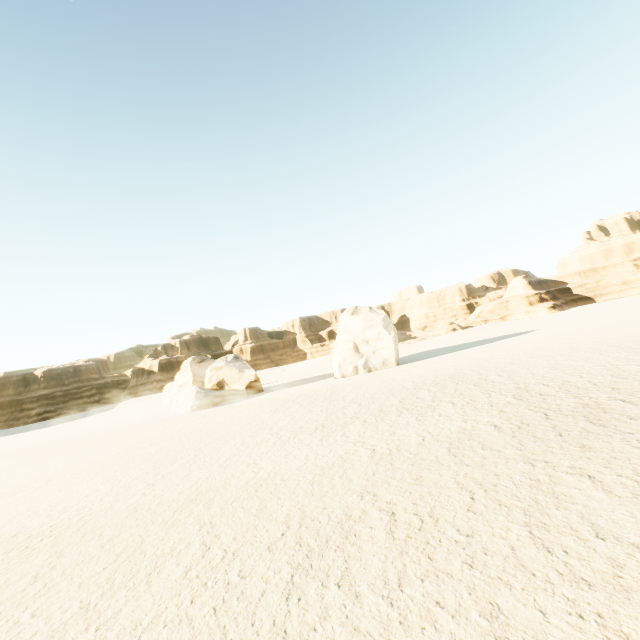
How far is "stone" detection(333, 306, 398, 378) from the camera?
31.9m

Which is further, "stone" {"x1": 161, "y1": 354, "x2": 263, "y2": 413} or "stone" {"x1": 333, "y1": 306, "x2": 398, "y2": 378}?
"stone" {"x1": 333, "y1": 306, "x2": 398, "y2": 378}

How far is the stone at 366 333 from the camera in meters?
31.9

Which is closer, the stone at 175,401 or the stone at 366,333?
the stone at 175,401

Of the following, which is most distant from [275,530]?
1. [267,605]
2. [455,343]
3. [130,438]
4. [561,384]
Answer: [455,343]

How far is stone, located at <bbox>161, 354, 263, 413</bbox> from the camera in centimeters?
3104cm
